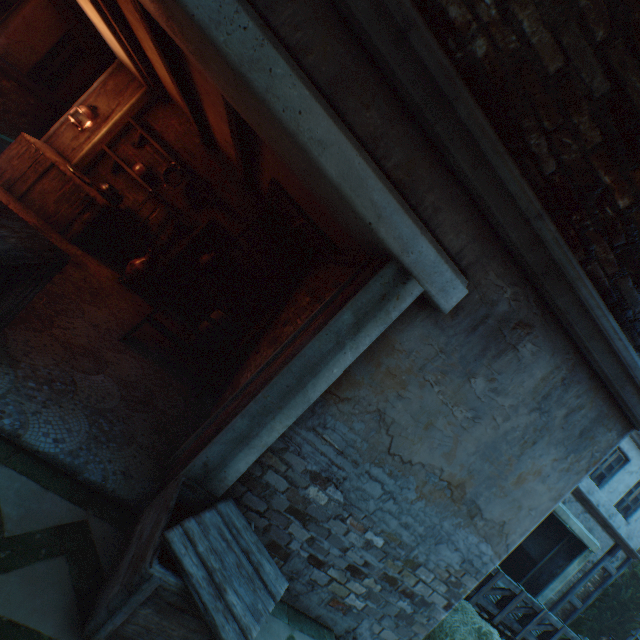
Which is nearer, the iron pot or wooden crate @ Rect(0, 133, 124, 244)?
wooden crate @ Rect(0, 133, 124, 244)

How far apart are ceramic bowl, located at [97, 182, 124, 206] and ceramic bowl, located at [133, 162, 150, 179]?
0.49m

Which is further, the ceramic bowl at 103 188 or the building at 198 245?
the building at 198 245

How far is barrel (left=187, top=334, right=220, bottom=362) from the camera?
5.7m

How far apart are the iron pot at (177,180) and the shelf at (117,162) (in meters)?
0.29

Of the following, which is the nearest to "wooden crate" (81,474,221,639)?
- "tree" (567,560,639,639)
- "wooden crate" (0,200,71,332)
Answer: "wooden crate" (0,200,71,332)

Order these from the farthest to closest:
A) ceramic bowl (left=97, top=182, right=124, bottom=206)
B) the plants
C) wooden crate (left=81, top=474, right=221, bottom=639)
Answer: ceramic bowl (left=97, top=182, right=124, bottom=206)
the plants
wooden crate (left=81, top=474, right=221, bottom=639)

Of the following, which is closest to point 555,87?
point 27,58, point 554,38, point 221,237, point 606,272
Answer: point 554,38
